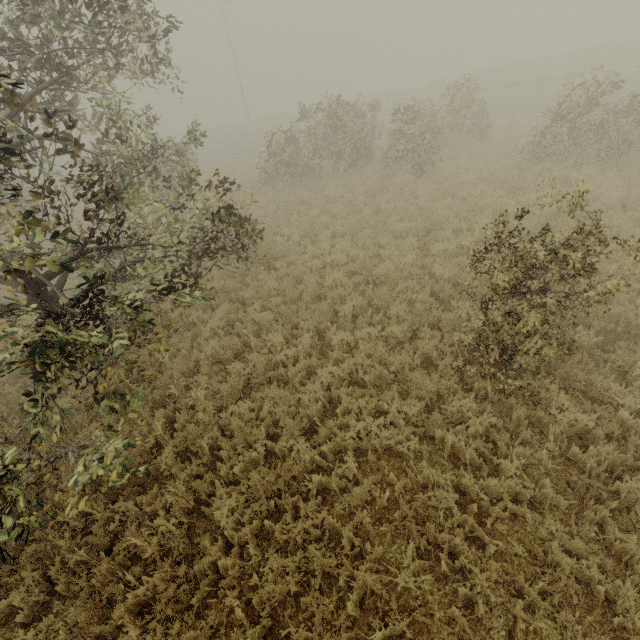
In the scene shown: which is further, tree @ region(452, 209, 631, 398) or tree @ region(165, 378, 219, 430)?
tree @ region(165, 378, 219, 430)

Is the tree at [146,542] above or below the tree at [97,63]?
below

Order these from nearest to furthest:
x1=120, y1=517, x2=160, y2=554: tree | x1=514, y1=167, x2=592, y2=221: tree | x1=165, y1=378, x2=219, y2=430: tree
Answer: x1=514, y1=167, x2=592, y2=221: tree, x1=120, y1=517, x2=160, y2=554: tree, x1=165, y1=378, x2=219, y2=430: tree

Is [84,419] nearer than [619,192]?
Yes

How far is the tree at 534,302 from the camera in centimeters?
375cm

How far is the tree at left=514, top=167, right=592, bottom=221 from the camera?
3.36m
